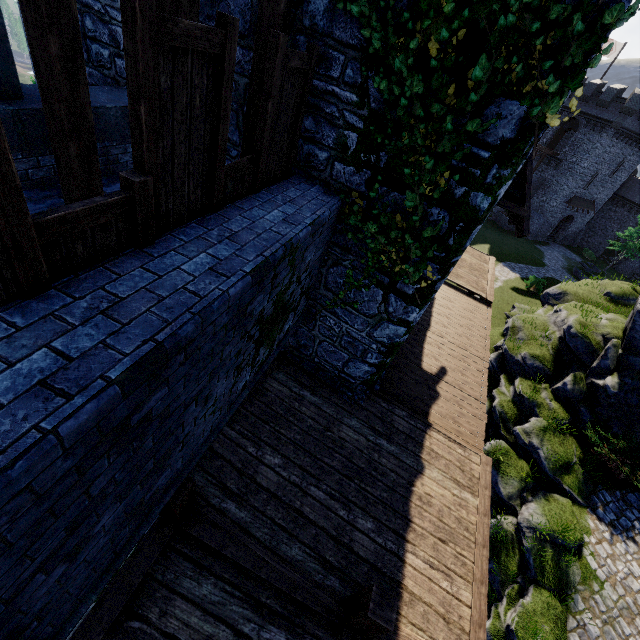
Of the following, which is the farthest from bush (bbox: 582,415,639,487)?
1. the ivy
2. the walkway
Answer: the ivy

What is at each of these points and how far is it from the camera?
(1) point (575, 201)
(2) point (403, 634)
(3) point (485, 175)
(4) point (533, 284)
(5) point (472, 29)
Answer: (1) awning, 41.8m
(2) wooden support, 4.5m
(3) building, 4.3m
(4) bush, 29.7m
(5) building, 3.7m

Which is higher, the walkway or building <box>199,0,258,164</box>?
building <box>199,0,258,164</box>

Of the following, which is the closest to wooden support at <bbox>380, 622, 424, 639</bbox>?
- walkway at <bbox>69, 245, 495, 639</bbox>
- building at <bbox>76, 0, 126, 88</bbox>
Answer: walkway at <bbox>69, 245, 495, 639</bbox>

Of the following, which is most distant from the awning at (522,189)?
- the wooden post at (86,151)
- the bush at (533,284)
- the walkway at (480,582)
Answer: the bush at (533,284)

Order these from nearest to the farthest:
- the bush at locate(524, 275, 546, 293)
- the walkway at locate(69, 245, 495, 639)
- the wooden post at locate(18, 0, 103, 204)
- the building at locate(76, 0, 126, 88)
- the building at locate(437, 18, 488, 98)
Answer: the wooden post at locate(18, 0, 103, 204)
the building at locate(437, 18, 488, 98)
the walkway at locate(69, 245, 495, 639)
the building at locate(76, 0, 126, 88)
the bush at locate(524, 275, 546, 293)

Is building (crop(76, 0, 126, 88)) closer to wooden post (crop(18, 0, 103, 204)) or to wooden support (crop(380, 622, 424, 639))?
wooden post (crop(18, 0, 103, 204))

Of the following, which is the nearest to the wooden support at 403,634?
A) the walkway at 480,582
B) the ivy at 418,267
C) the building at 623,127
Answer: the walkway at 480,582
